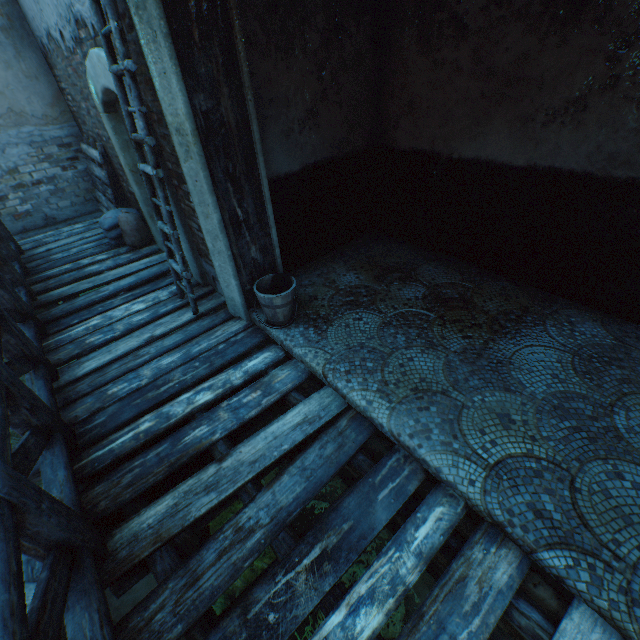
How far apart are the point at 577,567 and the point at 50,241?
8.40m

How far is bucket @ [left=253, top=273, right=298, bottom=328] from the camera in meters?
3.2 m

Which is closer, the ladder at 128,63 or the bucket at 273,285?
the ladder at 128,63

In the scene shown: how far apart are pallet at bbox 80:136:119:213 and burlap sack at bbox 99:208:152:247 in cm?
4

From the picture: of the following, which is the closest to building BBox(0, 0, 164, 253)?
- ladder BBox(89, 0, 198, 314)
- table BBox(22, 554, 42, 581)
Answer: ladder BBox(89, 0, 198, 314)

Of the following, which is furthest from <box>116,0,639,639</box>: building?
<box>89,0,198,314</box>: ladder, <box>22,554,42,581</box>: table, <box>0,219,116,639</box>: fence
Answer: <box>22,554,42,581</box>: table

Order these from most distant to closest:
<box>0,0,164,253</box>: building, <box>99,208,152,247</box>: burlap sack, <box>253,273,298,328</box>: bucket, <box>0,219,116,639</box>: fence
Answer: <box>99,208,152,247</box>: burlap sack
<box>0,0,164,253</box>: building
<box>253,273,298,328</box>: bucket
<box>0,219,116,639</box>: fence

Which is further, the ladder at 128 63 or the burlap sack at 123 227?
the burlap sack at 123 227
